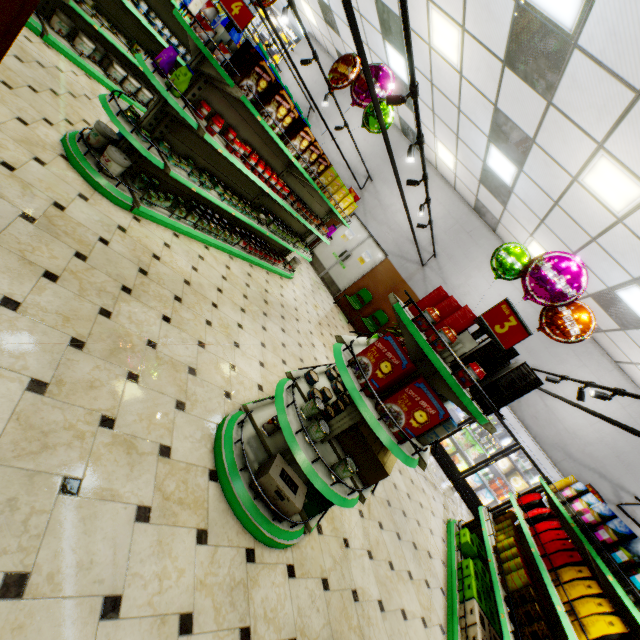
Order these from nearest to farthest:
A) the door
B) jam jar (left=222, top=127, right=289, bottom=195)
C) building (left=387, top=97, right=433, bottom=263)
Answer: jam jar (left=222, top=127, right=289, bottom=195), building (left=387, top=97, right=433, bottom=263), the door

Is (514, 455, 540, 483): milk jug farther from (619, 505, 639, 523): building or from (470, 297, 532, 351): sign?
(470, 297, 532, 351): sign

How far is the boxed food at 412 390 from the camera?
2.2 meters

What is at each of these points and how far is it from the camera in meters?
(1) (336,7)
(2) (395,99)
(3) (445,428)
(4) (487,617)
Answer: Result:
(1) building, 8.3
(2) light truss, 3.4
(3) packaged coffee, 2.7
(4) boxed tea, 4.1

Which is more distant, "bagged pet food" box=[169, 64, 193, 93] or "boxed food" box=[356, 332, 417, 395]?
"bagged pet food" box=[169, 64, 193, 93]

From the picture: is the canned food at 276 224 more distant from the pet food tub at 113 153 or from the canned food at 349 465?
the canned food at 349 465

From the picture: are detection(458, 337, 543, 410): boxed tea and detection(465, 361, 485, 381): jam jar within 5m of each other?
yes

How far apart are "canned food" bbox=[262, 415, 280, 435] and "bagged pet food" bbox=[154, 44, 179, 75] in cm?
393
